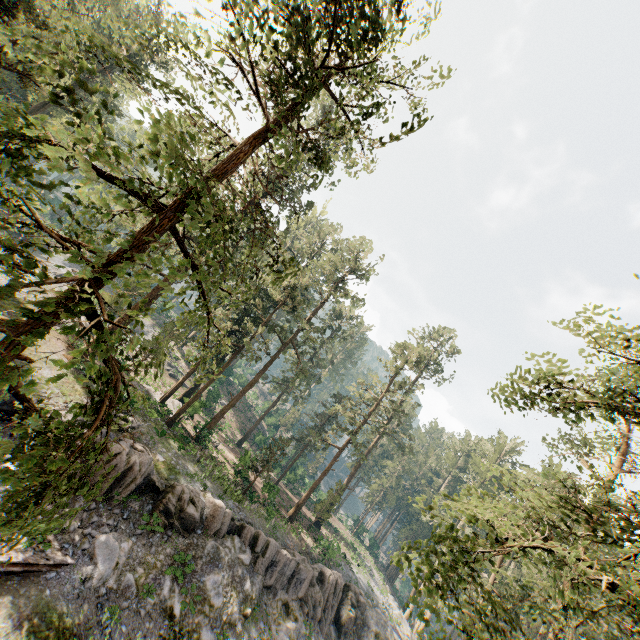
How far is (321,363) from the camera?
50.53m

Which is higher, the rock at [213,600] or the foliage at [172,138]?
the foliage at [172,138]

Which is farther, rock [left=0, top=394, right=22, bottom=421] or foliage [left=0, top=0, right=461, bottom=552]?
rock [left=0, top=394, right=22, bottom=421]

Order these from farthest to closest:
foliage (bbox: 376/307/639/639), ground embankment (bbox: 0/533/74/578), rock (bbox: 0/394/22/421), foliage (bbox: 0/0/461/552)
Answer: rock (bbox: 0/394/22/421), ground embankment (bbox: 0/533/74/578), foliage (bbox: 376/307/639/639), foliage (bbox: 0/0/461/552)

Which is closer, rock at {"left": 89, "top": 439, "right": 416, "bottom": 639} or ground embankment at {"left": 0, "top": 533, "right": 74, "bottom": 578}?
ground embankment at {"left": 0, "top": 533, "right": 74, "bottom": 578}

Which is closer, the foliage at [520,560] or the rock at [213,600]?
the foliage at [520,560]

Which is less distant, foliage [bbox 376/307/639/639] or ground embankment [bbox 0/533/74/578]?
foliage [bbox 376/307/639/639]

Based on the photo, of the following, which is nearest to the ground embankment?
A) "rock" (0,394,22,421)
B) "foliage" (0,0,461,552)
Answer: "rock" (0,394,22,421)
